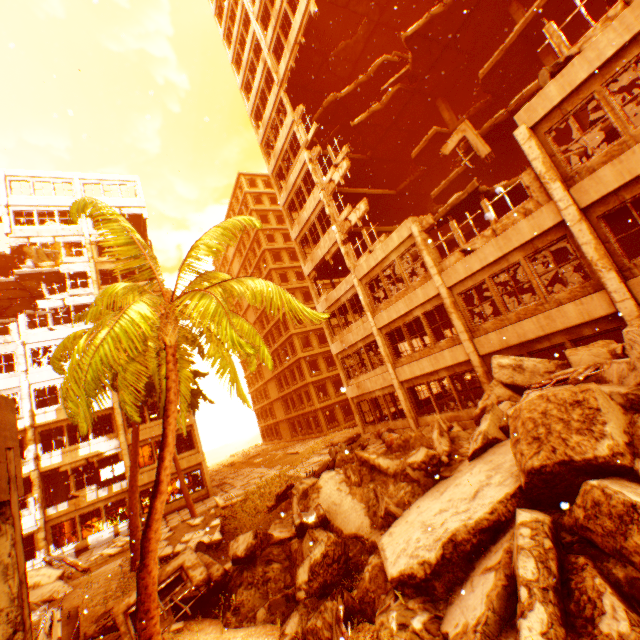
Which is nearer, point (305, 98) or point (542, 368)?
point (542, 368)

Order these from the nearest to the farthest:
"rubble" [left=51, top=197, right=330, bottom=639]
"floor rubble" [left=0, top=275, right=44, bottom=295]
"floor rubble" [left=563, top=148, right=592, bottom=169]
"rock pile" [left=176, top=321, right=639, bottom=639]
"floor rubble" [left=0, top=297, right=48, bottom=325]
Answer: "rock pile" [left=176, top=321, right=639, bottom=639], "rubble" [left=51, top=197, right=330, bottom=639], "floor rubble" [left=563, top=148, right=592, bottom=169], "floor rubble" [left=0, top=275, right=44, bottom=295], "floor rubble" [left=0, top=297, right=48, bottom=325]

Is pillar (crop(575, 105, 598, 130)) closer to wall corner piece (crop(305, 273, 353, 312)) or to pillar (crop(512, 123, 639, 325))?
pillar (crop(512, 123, 639, 325))

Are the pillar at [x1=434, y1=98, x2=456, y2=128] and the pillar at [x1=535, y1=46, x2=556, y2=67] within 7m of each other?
yes

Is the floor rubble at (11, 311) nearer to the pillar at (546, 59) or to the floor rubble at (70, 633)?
the floor rubble at (70, 633)

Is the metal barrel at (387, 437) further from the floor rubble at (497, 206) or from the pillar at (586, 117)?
the pillar at (586, 117)

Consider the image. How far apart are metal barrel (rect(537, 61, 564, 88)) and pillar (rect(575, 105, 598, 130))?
5.96m

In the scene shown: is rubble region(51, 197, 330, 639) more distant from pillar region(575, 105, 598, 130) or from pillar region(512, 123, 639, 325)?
pillar region(575, 105, 598, 130)
